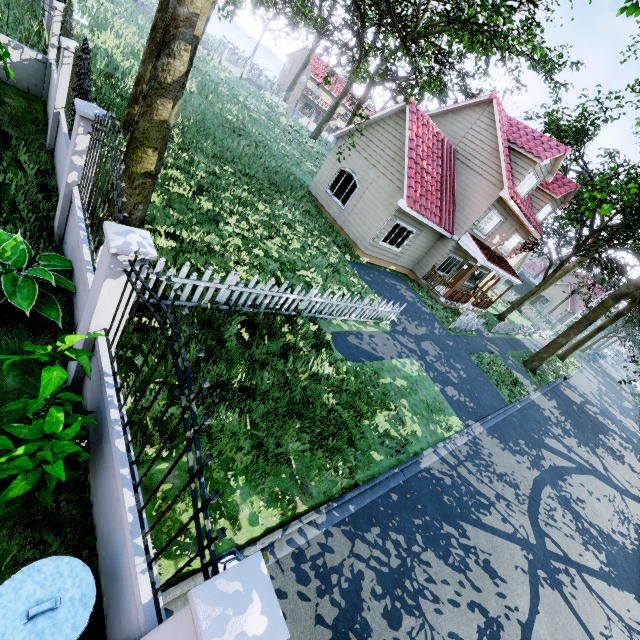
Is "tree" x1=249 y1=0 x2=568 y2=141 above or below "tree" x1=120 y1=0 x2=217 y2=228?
above

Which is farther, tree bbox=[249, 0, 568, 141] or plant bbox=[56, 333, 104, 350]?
tree bbox=[249, 0, 568, 141]

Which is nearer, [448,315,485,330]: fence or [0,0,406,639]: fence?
[0,0,406,639]: fence

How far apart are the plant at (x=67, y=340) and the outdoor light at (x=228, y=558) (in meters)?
2.10

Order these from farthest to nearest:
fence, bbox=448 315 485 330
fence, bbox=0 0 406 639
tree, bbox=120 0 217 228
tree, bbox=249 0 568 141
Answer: fence, bbox=448 315 485 330, tree, bbox=249 0 568 141, tree, bbox=120 0 217 228, fence, bbox=0 0 406 639

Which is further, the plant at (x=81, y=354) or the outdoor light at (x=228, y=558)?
the plant at (x=81, y=354)

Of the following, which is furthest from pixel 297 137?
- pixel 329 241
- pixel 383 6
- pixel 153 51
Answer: pixel 153 51

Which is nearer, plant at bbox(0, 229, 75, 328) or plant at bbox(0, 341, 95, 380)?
plant at bbox(0, 341, 95, 380)
